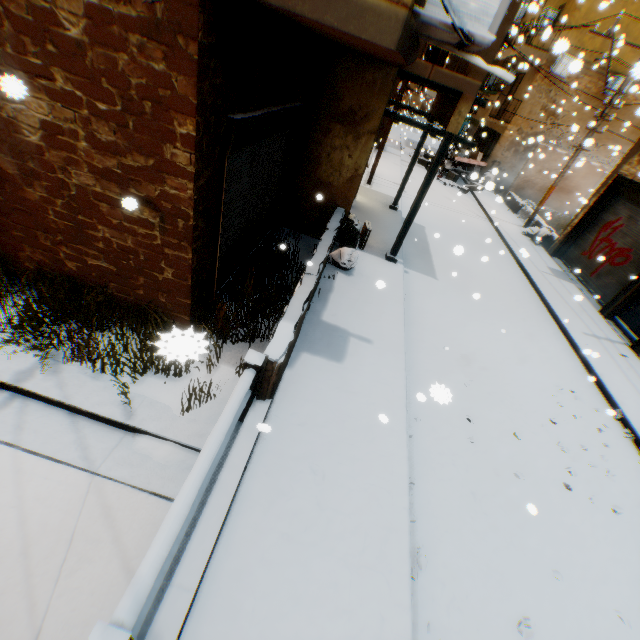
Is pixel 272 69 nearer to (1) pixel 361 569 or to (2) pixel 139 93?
(2) pixel 139 93

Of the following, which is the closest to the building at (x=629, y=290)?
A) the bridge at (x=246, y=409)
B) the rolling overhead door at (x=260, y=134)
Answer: the rolling overhead door at (x=260, y=134)

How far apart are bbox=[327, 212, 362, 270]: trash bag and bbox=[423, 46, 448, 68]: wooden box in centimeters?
335cm

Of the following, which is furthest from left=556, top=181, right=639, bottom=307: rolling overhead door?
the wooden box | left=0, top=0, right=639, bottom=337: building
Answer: the wooden box

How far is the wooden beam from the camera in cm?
686

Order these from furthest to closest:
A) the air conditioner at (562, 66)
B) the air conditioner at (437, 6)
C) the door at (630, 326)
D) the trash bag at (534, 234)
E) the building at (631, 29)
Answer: the building at (631, 29)
the trash bag at (534, 234)
the door at (630, 326)
the air conditioner at (562, 66)
the air conditioner at (437, 6)

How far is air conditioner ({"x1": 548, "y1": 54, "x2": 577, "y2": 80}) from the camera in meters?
4.5 m

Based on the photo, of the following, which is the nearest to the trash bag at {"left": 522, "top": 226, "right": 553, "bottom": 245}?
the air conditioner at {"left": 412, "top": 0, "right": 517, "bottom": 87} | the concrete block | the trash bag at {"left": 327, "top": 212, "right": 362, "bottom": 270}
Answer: the concrete block
